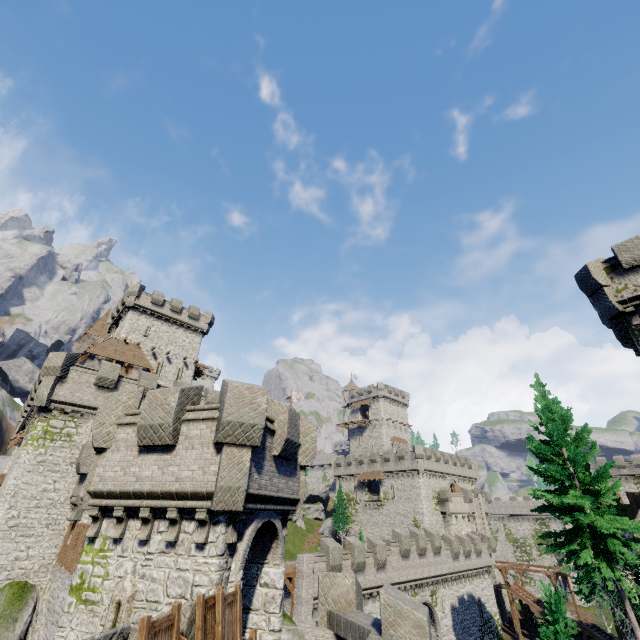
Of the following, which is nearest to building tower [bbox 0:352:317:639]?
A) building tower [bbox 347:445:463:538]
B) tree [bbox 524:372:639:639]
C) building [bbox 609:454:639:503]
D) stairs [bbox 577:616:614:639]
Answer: tree [bbox 524:372:639:639]

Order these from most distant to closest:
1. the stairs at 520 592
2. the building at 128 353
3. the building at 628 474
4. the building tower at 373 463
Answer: the building at 628 474 < the building tower at 373 463 < the stairs at 520 592 < the building at 128 353

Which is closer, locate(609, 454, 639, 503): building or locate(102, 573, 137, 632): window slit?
locate(102, 573, 137, 632): window slit

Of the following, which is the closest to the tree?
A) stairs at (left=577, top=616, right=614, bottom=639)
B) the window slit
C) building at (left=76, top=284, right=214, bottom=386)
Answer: the window slit

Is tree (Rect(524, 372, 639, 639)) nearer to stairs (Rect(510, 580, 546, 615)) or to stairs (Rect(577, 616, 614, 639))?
stairs (Rect(577, 616, 614, 639))

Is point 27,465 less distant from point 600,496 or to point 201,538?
point 201,538

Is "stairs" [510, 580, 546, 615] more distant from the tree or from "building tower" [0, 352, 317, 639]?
"building tower" [0, 352, 317, 639]

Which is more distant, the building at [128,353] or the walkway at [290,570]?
the building at [128,353]
